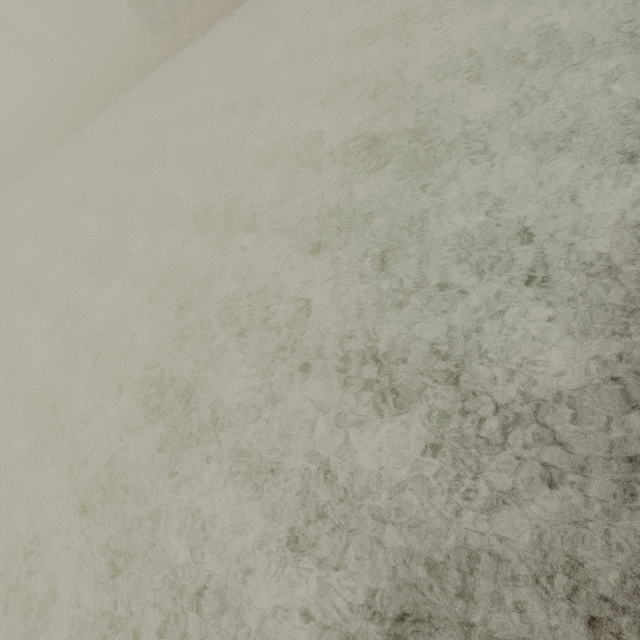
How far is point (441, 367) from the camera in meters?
4.7 m
